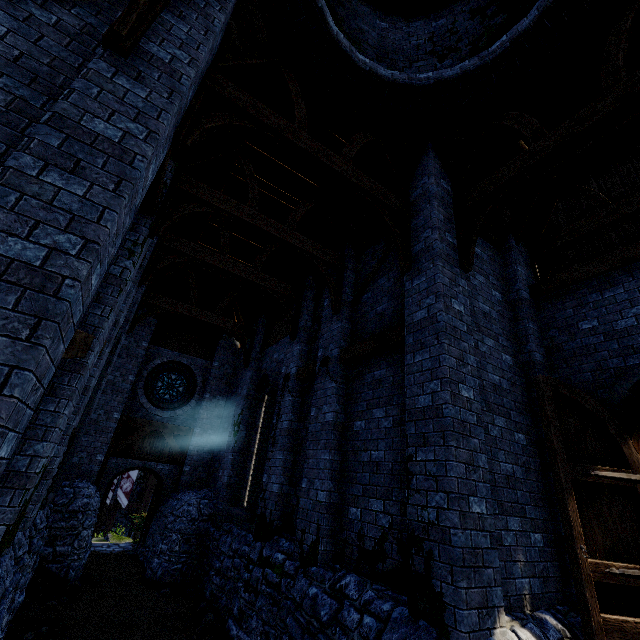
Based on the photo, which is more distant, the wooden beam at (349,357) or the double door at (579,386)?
the wooden beam at (349,357)

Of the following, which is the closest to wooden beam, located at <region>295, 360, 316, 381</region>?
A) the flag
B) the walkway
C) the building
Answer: the building

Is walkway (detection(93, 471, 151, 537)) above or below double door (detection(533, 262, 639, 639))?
below

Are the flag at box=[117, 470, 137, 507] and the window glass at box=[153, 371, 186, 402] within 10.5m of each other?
no

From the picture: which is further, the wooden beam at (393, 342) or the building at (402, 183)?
the wooden beam at (393, 342)

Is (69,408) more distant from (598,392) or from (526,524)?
(598,392)

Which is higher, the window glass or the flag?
the window glass

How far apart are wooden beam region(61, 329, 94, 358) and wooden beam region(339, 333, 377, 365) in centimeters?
462cm
